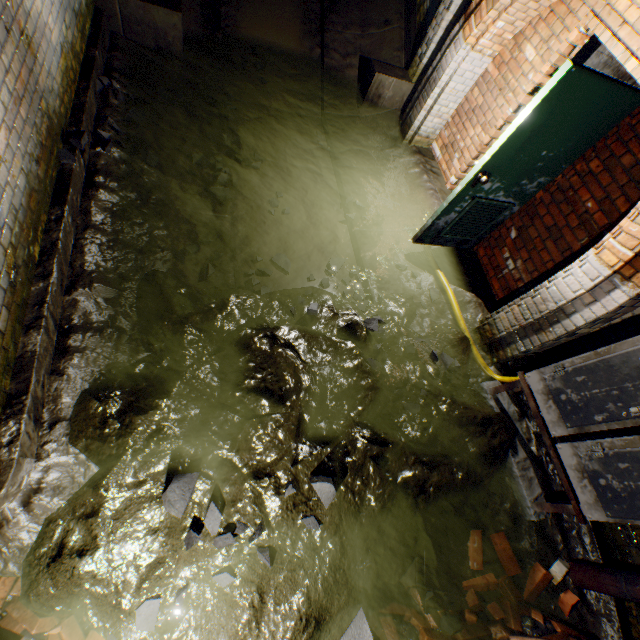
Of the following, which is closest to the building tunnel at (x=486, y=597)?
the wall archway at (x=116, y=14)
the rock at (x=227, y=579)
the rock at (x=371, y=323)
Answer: the wall archway at (x=116, y=14)

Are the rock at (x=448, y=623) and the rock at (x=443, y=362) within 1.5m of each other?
no

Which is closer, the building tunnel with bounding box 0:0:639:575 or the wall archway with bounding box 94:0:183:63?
the building tunnel with bounding box 0:0:639:575

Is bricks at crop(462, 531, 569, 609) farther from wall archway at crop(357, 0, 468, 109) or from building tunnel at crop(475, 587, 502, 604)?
wall archway at crop(357, 0, 468, 109)

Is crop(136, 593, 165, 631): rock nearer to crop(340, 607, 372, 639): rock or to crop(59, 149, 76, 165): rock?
crop(340, 607, 372, 639): rock

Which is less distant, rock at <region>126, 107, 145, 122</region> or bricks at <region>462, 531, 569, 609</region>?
bricks at <region>462, 531, 569, 609</region>

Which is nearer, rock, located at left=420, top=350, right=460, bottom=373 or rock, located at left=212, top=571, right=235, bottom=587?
rock, located at left=212, top=571, right=235, bottom=587

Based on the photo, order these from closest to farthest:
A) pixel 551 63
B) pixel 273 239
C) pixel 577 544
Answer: pixel 577 544 < pixel 551 63 < pixel 273 239
